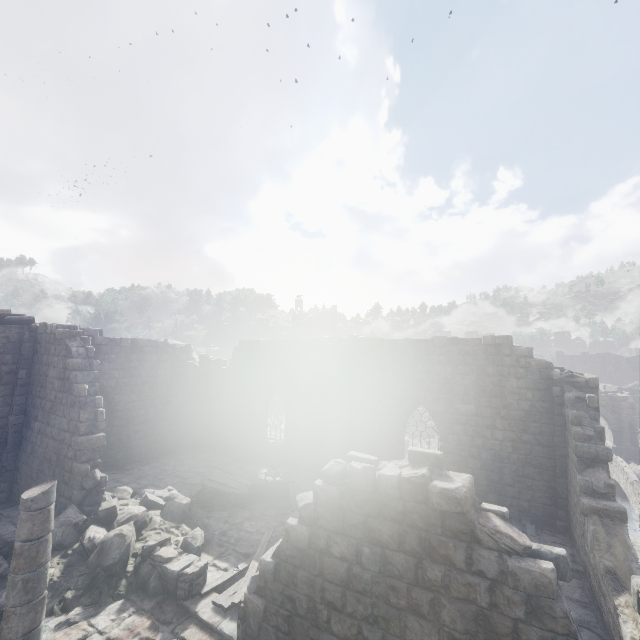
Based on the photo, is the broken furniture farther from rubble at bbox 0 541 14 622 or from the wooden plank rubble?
the wooden plank rubble

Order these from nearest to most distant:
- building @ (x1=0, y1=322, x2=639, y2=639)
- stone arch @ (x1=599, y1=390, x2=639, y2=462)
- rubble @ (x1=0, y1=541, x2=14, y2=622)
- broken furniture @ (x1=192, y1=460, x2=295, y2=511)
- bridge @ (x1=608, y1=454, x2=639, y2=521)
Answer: building @ (x1=0, y1=322, x2=639, y2=639) < rubble @ (x1=0, y1=541, x2=14, y2=622) < broken furniture @ (x1=192, y1=460, x2=295, y2=511) < bridge @ (x1=608, y1=454, x2=639, y2=521) < stone arch @ (x1=599, y1=390, x2=639, y2=462)

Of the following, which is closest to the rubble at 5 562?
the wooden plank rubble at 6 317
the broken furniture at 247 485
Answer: the broken furniture at 247 485

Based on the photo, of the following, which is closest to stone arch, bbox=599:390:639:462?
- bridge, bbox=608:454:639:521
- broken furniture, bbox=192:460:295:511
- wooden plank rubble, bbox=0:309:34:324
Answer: bridge, bbox=608:454:639:521

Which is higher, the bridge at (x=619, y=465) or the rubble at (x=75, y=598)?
the rubble at (x=75, y=598)

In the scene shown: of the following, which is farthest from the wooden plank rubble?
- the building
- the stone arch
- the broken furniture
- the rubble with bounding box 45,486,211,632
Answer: the stone arch

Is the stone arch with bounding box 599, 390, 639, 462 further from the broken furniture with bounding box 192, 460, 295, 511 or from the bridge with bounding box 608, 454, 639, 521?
the broken furniture with bounding box 192, 460, 295, 511

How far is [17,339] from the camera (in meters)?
13.19
